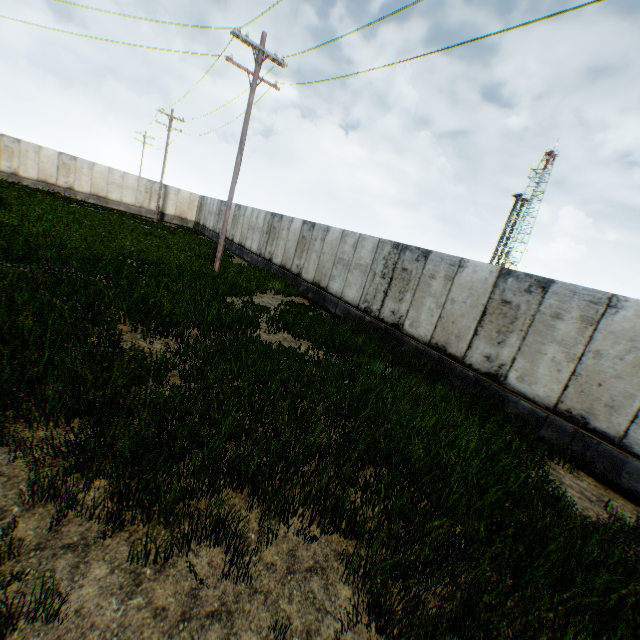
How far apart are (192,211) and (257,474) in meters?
36.5
